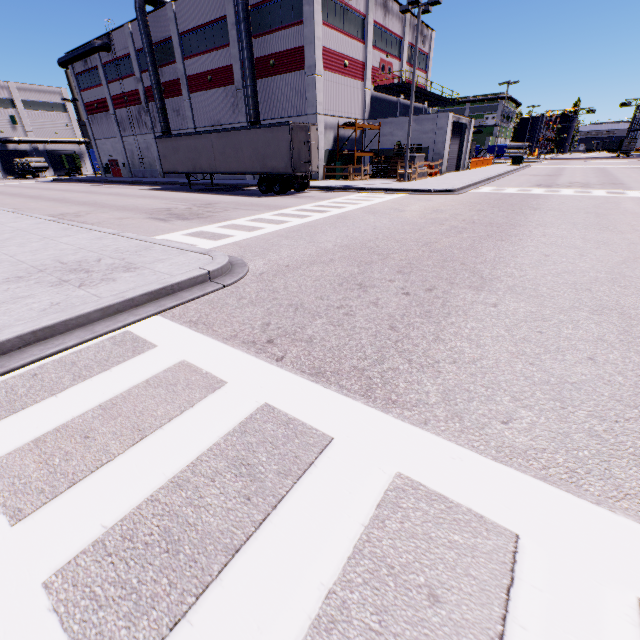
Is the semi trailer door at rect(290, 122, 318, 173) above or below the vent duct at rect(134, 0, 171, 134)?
below

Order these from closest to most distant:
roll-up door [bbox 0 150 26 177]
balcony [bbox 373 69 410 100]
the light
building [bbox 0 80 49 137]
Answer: the light → balcony [bbox 373 69 410 100] → building [bbox 0 80 49 137] → roll-up door [bbox 0 150 26 177]

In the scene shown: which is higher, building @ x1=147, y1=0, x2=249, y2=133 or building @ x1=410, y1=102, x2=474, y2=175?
building @ x1=147, y1=0, x2=249, y2=133

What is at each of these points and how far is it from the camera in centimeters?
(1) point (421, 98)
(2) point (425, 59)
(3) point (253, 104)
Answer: (1) balcony, 3862cm
(2) building, 3922cm
(3) vent duct, 2673cm

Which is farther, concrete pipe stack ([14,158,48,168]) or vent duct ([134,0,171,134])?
concrete pipe stack ([14,158,48,168])

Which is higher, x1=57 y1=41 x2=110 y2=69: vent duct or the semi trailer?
x1=57 y1=41 x2=110 y2=69: vent duct

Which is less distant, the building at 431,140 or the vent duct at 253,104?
the vent duct at 253,104

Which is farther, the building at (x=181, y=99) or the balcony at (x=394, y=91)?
the balcony at (x=394, y=91)
